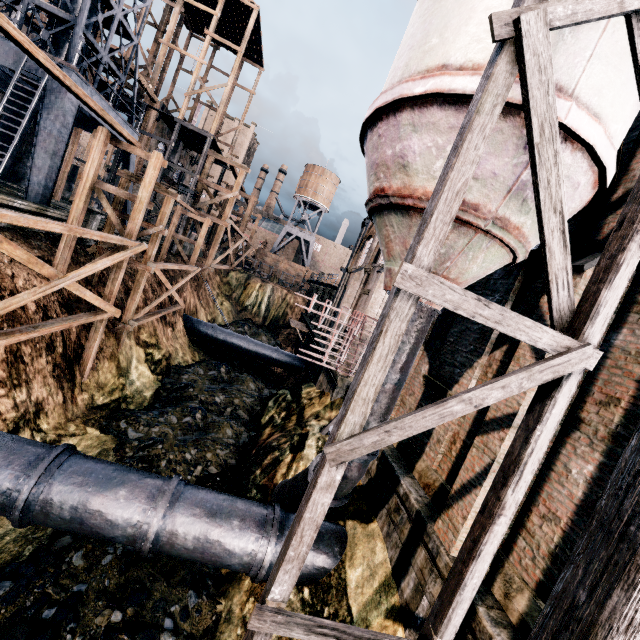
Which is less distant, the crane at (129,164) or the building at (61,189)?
the crane at (129,164)

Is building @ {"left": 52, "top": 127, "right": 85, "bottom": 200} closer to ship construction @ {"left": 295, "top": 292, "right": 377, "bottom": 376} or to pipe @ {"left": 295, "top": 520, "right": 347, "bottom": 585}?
ship construction @ {"left": 295, "top": 292, "right": 377, "bottom": 376}

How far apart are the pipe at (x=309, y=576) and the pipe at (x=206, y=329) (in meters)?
18.44

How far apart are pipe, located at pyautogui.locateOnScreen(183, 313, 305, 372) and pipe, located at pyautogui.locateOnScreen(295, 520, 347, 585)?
18.4 meters

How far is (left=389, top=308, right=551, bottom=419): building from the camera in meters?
7.9 m

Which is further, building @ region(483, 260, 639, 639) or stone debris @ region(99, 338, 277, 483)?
stone debris @ region(99, 338, 277, 483)

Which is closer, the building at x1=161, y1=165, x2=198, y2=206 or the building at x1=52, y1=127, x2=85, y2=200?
the building at x1=52, y1=127, x2=85, y2=200

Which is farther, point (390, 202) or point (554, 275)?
point (390, 202)
